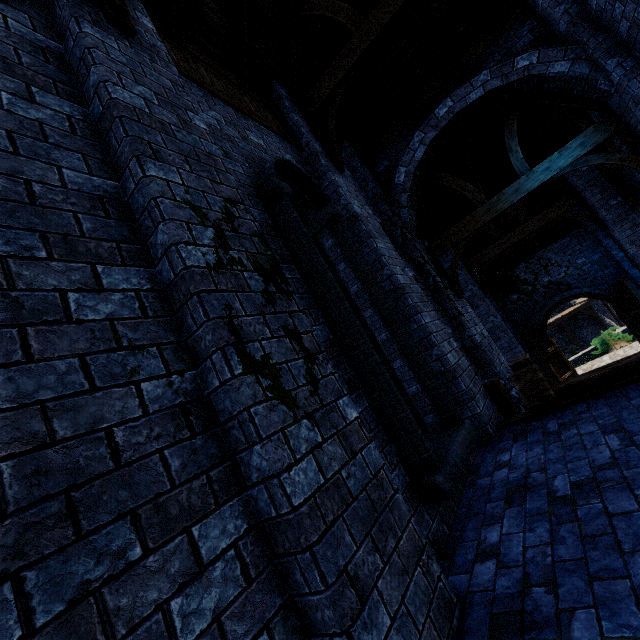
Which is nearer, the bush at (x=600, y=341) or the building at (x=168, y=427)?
the building at (x=168, y=427)

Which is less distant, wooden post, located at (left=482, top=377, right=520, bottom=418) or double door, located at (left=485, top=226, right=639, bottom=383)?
wooden post, located at (left=482, top=377, right=520, bottom=418)

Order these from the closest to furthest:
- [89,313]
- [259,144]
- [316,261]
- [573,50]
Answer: [89,313], [316,261], [259,144], [573,50]

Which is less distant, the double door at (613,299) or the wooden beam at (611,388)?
the wooden beam at (611,388)

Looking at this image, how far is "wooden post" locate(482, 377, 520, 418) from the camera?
5.3 meters

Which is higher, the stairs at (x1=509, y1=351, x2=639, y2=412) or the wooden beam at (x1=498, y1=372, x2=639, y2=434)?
the stairs at (x1=509, y1=351, x2=639, y2=412)

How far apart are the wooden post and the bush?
18.3 meters

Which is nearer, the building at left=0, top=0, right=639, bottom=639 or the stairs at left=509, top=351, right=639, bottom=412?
the building at left=0, top=0, right=639, bottom=639
